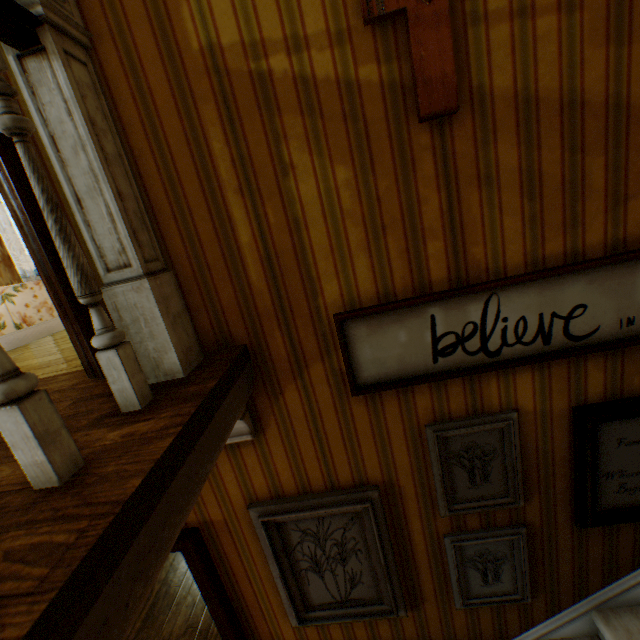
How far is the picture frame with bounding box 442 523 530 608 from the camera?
1.81m

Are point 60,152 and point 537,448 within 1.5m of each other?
no

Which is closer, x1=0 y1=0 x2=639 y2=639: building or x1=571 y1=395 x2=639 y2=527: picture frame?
x1=0 y1=0 x2=639 y2=639: building

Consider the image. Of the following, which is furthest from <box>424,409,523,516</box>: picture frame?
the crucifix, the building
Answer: the crucifix

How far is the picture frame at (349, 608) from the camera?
1.8 meters

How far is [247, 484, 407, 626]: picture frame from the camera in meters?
1.8

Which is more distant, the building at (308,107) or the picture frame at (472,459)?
the picture frame at (472,459)

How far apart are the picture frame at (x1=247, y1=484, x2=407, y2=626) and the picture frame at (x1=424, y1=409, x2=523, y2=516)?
0.32m
